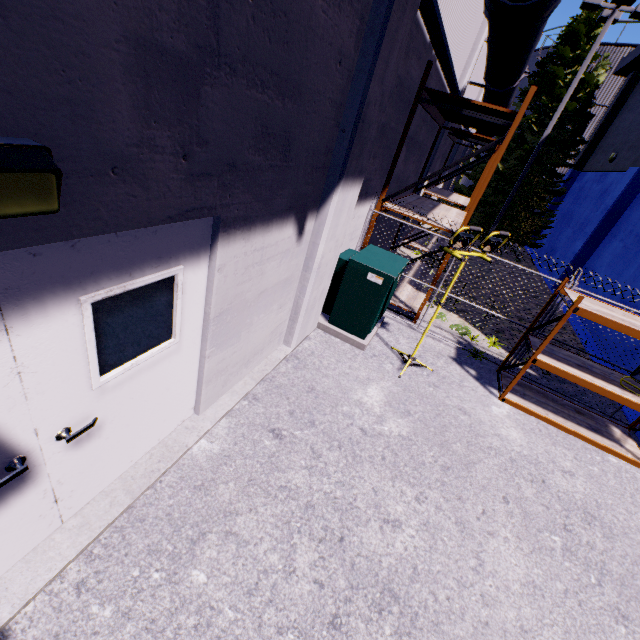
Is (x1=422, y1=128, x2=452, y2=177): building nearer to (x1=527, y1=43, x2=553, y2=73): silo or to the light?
the light

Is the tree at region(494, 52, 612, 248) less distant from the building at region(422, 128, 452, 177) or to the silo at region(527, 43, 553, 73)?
the building at region(422, 128, 452, 177)

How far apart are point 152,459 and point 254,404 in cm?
137

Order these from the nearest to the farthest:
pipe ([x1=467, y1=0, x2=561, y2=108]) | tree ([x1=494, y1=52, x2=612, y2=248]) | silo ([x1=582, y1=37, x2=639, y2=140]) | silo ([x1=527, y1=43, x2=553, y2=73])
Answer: pipe ([x1=467, y1=0, x2=561, y2=108])
tree ([x1=494, y1=52, x2=612, y2=248])
silo ([x1=582, y1=37, x2=639, y2=140])
silo ([x1=527, y1=43, x2=553, y2=73])

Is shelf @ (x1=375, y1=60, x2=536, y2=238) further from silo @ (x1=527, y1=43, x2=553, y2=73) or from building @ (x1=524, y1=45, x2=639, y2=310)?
silo @ (x1=527, y1=43, x2=553, y2=73)

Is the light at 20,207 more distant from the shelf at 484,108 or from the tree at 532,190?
the tree at 532,190

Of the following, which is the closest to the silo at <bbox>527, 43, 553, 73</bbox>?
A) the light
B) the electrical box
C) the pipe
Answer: the pipe

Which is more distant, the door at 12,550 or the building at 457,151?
the building at 457,151
